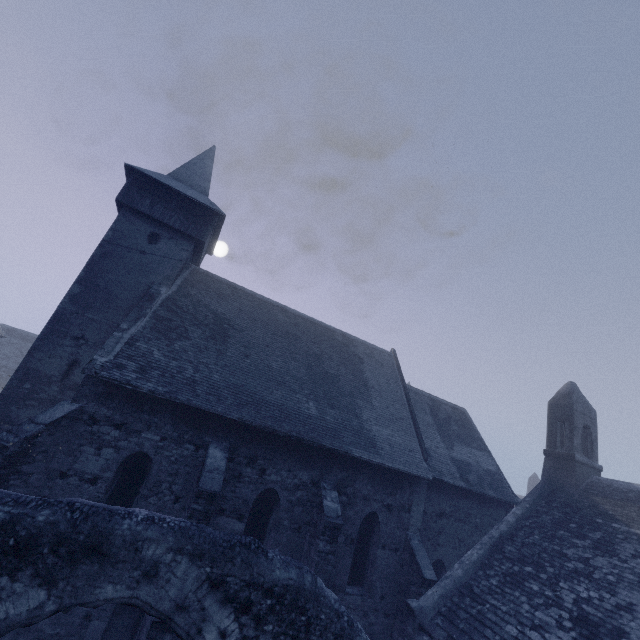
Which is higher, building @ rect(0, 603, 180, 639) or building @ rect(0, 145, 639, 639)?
building @ rect(0, 145, 639, 639)

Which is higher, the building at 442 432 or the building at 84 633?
the building at 442 432

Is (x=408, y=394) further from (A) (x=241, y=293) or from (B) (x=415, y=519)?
(A) (x=241, y=293)

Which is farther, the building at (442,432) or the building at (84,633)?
the building at (442,432)

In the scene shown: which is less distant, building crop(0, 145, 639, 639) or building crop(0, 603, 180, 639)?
building crop(0, 603, 180, 639)
